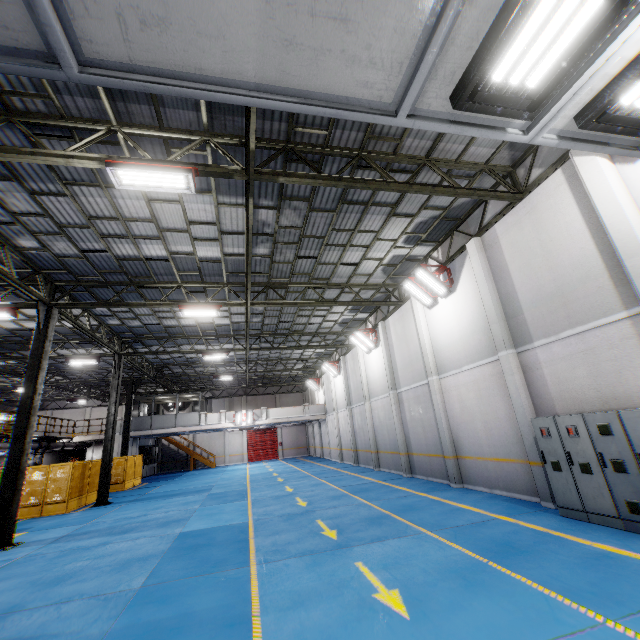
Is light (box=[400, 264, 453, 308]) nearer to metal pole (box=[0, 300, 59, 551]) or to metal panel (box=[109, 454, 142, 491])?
metal pole (box=[0, 300, 59, 551])

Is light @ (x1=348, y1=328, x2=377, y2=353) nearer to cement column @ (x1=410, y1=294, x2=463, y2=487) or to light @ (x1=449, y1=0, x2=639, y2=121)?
cement column @ (x1=410, y1=294, x2=463, y2=487)

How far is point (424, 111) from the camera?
2.1 meters

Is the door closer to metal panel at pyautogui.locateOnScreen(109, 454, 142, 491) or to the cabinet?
metal panel at pyautogui.locateOnScreen(109, 454, 142, 491)

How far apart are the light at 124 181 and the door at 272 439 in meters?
37.9

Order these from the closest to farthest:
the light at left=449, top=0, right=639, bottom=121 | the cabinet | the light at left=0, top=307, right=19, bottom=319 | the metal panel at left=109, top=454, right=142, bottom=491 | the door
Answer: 1. the light at left=449, top=0, right=639, bottom=121
2. the cabinet
3. the light at left=0, top=307, right=19, bottom=319
4. the metal panel at left=109, top=454, right=142, bottom=491
5. the door

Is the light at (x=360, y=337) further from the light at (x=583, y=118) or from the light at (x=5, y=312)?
the light at (x=583, y=118)

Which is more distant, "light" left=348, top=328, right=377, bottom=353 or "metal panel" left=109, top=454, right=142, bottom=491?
"metal panel" left=109, top=454, right=142, bottom=491
